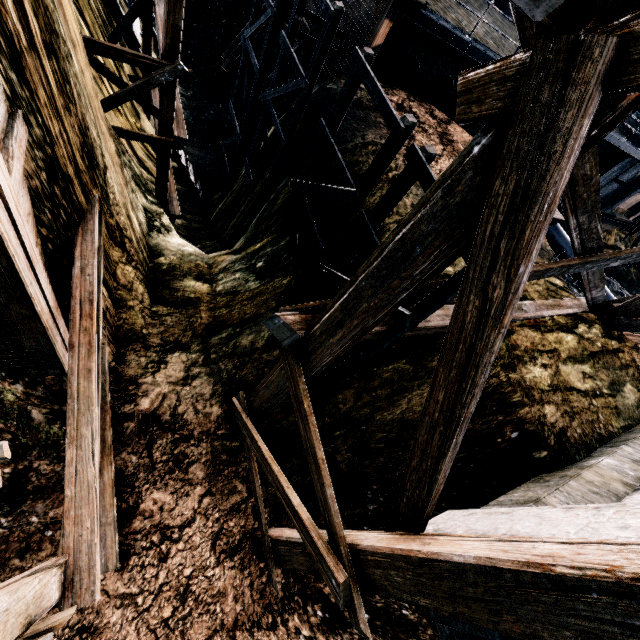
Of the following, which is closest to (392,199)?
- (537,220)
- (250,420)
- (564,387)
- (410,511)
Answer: (537,220)

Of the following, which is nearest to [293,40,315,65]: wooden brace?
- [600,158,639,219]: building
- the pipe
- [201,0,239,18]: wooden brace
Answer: [201,0,239,18]: wooden brace

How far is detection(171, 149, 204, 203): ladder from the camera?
14.4m

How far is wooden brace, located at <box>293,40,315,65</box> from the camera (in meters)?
16.61

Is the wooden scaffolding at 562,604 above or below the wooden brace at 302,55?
above

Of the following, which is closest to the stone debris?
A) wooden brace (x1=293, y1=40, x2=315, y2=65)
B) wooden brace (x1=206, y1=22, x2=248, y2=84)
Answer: A: wooden brace (x1=293, y1=40, x2=315, y2=65)

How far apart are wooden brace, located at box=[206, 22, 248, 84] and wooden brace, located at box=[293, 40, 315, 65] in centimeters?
483cm

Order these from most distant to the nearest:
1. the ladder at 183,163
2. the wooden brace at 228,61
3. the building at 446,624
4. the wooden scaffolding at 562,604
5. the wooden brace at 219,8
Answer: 1. the wooden brace at 219,8
2. the wooden brace at 228,61
3. the ladder at 183,163
4. the building at 446,624
5. the wooden scaffolding at 562,604
